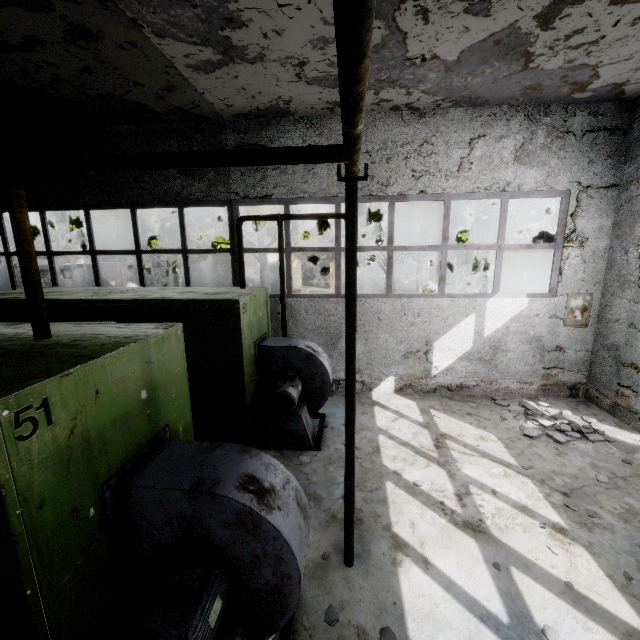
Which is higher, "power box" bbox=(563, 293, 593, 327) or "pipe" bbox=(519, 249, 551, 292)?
"pipe" bbox=(519, 249, 551, 292)

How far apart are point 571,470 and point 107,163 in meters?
7.8

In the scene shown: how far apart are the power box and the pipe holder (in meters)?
7.15

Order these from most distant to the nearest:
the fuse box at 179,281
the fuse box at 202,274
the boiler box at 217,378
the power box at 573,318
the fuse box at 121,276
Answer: the fuse box at 202,274
the fuse box at 179,281
the fuse box at 121,276
the power box at 573,318
the boiler box at 217,378

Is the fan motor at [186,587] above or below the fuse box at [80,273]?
below

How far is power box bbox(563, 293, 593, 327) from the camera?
7.75m

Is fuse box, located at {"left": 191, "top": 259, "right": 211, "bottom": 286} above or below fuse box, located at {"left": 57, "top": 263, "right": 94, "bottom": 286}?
below

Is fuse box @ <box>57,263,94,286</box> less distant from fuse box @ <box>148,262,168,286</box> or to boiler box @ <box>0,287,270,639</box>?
fuse box @ <box>148,262,168,286</box>
